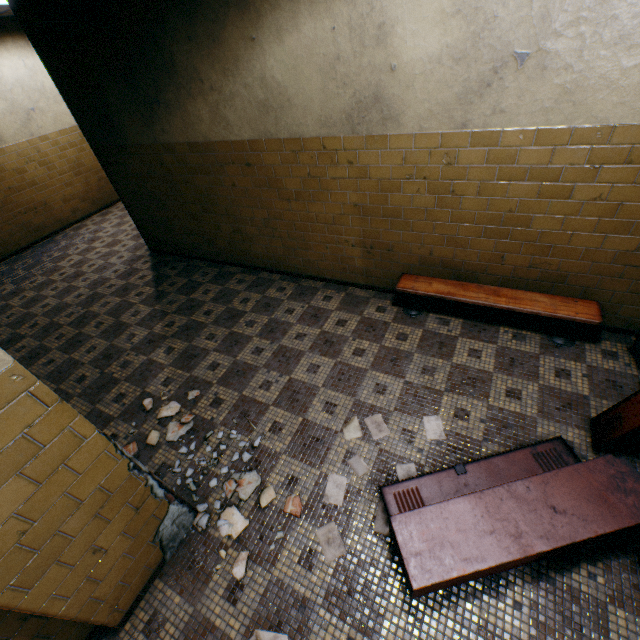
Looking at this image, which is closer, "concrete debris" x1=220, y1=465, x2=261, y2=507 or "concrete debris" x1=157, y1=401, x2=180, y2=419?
"concrete debris" x1=220, y1=465, x2=261, y2=507

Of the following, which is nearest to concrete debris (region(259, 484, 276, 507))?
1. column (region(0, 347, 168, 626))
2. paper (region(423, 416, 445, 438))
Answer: column (region(0, 347, 168, 626))

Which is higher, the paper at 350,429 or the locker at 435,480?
the locker at 435,480

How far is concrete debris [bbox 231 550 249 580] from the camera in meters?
2.3 m

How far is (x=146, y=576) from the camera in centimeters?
233cm

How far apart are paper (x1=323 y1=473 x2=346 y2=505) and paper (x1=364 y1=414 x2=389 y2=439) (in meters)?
0.16

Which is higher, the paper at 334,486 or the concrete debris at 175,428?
the concrete debris at 175,428

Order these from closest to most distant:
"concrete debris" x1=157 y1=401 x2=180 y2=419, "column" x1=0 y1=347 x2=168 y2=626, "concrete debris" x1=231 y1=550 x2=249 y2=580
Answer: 1. "column" x1=0 y1=347 x2=168 y2=626
2. "concrete debris" x1=231 y1=550 x2=249 y2=580
3. "concrete debris" x1=157 y1=401 x2=180 y2=419
